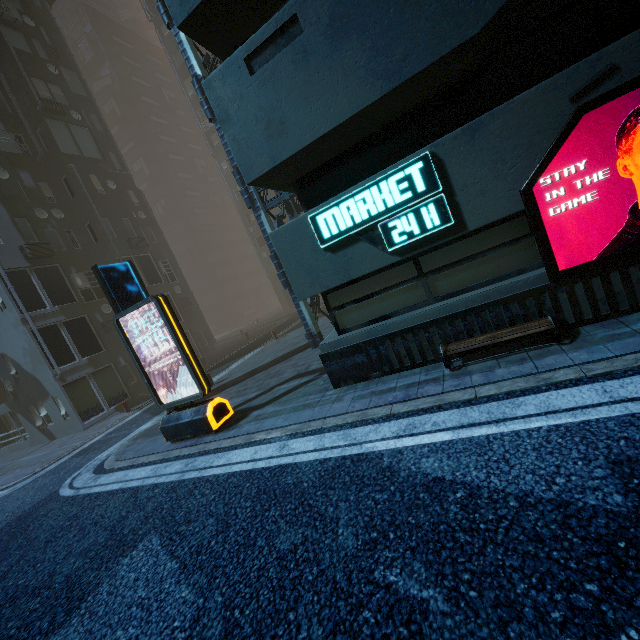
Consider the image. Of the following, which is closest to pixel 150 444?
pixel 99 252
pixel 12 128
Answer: pixel 99 252

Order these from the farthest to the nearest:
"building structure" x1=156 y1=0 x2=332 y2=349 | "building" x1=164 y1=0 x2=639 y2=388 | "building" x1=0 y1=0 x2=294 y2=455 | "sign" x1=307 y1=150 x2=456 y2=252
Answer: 1. "building" x1=0 y1=0 x2=294 y2=455
2. "building structure" x1=156 y1=0 x2=332 y2=349
3. "sign" x1=307 y1=150 x2=456 y2=252
4. "building" x1=164 y1=0 x2=639 y2=388

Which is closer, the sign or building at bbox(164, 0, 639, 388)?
building at bbox(164, 0, 639, 388)

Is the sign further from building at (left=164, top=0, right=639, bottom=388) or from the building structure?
the building structure

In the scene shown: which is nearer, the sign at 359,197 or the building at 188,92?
the sign at 359,197

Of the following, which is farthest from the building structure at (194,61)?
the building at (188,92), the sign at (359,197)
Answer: the sign at (359,197)

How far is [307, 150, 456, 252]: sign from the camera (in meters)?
5.07

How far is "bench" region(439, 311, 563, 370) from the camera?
4.7 meters
